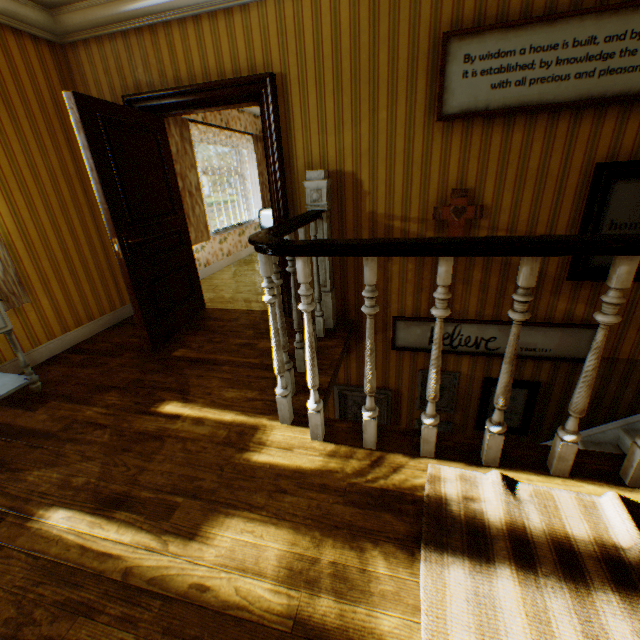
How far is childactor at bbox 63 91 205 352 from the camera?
2.6m

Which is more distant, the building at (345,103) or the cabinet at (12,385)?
the cabinet at (12,385)

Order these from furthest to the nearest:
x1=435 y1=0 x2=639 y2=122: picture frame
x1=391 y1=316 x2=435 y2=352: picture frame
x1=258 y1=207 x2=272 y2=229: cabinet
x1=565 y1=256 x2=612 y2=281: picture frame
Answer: x1=258 y1=207 x2=272 y2=229: cabinet → x1=391 y1=316 x2=435 y2=352: picture frame → x1=565 y1=256 x2=612 y2=281: picture frame → x1=435 y1=0 x2=639 y2=122: picture frame

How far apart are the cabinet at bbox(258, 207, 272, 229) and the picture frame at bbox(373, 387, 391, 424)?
4.2 meters

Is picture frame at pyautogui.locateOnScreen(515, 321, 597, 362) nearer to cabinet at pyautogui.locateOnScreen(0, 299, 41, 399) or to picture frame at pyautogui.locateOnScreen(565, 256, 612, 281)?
picture frame at pyautogui.locateOnScreen(565, 256, 612, 281)

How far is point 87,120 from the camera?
2.5 meters

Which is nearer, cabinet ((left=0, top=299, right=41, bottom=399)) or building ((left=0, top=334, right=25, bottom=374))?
cabinet ((left=0, top=299, right=41, bottom=399))

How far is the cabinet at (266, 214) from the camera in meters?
7.3
